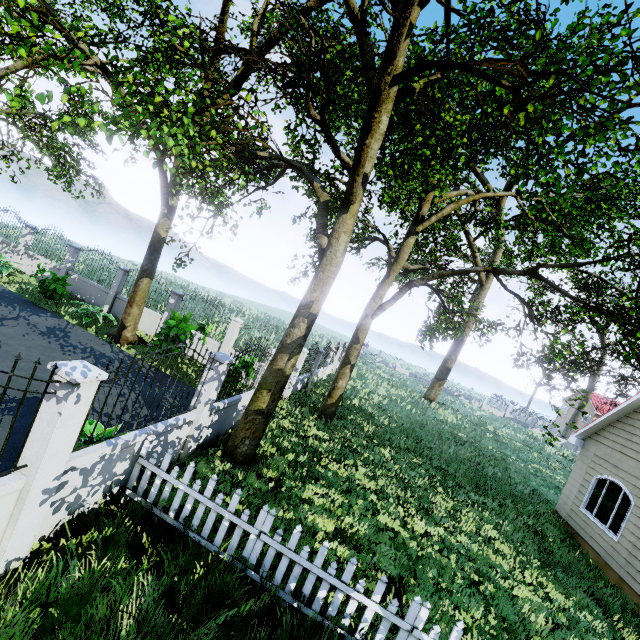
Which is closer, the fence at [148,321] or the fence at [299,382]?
the fence at [299,382]

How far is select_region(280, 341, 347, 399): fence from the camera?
13.33m

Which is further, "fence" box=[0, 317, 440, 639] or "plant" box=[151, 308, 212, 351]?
"plant" box=[151, 308, 212, 351]

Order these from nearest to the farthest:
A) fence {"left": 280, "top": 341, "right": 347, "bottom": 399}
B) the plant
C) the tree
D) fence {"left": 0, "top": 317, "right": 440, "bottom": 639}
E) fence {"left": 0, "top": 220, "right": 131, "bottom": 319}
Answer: fence {"left": 0, "top": 317, "right": 440, "bottom": 639}, the tree, the plant, fence {"left": 280, "top": 341, "right": 347, "bottom": 399}, fence {"left": 0, "top": 220, "right": 131, "bottom": 319}

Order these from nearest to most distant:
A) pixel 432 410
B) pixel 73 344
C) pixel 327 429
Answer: pixel 73 344 → pixel 327 429 → pixel 432 410

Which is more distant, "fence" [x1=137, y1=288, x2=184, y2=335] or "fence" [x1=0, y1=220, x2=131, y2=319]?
"fence" [x1=0, y1=220, x2=131, y2=319]

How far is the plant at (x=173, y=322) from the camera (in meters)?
11.35

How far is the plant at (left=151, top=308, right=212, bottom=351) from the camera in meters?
11.4
